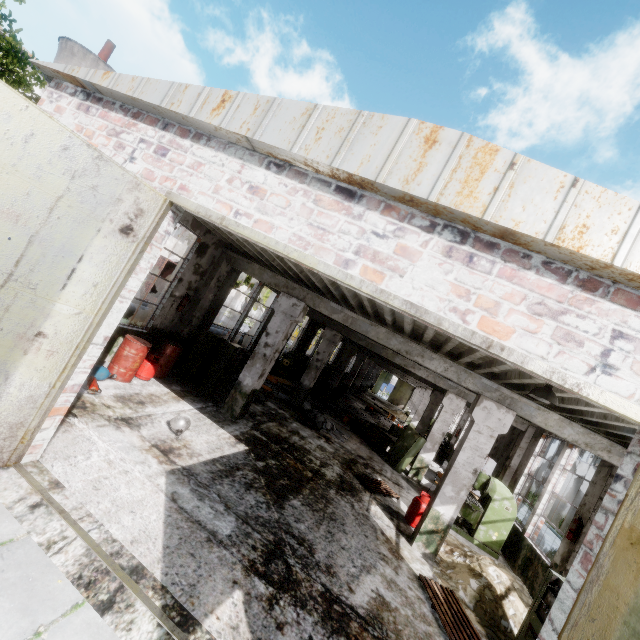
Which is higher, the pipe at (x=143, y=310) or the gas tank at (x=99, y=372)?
the pipe at (x=143, y=310)

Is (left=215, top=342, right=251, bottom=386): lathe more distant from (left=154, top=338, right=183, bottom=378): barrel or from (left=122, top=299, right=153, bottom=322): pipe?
(left=122, top=299, right=153, bottom=322): pipe

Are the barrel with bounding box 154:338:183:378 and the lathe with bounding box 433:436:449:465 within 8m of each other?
no

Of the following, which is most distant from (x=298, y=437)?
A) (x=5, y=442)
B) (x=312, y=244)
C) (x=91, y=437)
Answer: (x=312, y=244)

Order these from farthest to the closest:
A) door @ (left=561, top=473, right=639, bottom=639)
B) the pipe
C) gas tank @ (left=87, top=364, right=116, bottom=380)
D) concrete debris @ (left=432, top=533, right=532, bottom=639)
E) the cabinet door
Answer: the pipe < the cabinet door < gas tank @ (left=87, top=364, right=116, bottom=380) < concrete debris @ (left=432, top=533, right=532, bottom=639) < door @ (left=561, top=473, right=639, bottom=639)

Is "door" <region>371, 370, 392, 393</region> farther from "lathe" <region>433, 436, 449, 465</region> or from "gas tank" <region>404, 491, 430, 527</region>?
"gas tank" <region>404, 491, 430, 527</region>

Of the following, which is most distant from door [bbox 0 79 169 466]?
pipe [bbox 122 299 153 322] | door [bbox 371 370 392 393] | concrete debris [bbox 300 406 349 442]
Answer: door [bbox 371 370 392 393]

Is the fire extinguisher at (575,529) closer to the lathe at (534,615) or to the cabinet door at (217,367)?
the lathe at (534,615)
